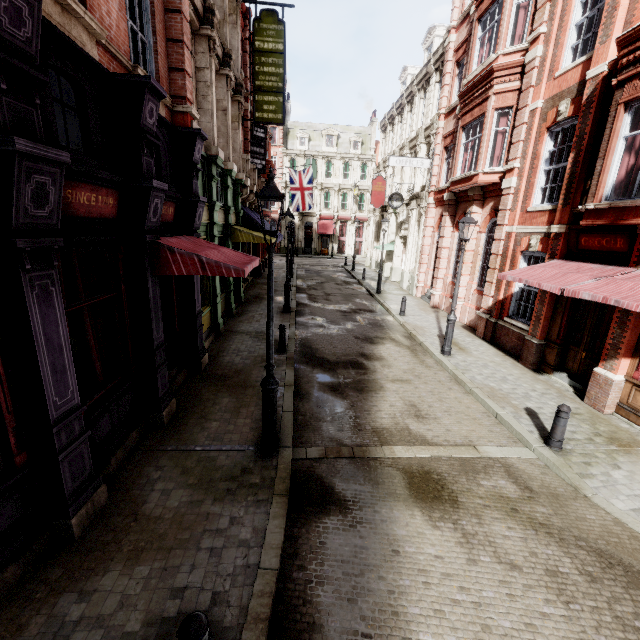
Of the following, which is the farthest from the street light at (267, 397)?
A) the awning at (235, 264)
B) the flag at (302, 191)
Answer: the flag at (302, 191)

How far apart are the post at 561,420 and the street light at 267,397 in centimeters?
551cm

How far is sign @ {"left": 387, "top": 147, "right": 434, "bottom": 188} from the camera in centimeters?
1839cm

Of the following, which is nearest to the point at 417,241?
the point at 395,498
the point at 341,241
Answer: the point at 395,498

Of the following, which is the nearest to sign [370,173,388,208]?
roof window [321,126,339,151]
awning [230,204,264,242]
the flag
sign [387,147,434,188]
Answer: the flag

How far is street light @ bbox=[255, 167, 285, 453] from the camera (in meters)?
4.80

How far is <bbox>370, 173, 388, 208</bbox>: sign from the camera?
26.04m

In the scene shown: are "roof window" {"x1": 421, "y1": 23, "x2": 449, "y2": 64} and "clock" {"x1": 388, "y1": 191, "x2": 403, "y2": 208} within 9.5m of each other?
yes
